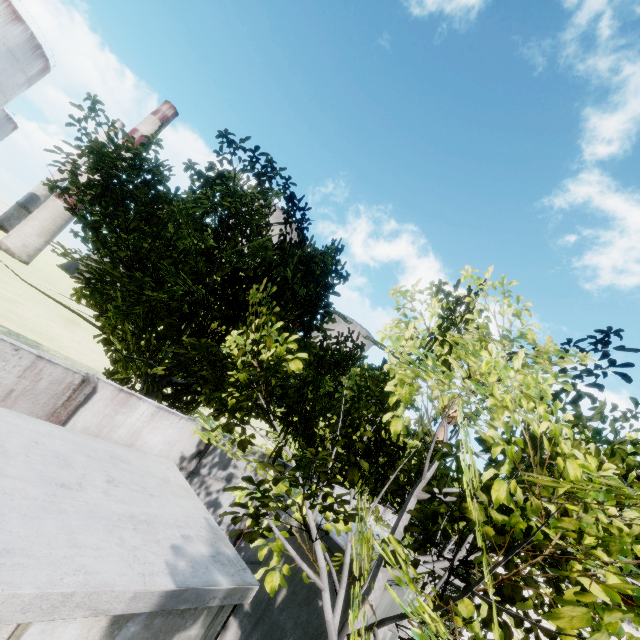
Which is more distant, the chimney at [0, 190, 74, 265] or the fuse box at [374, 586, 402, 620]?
the chimney at [0, 190, 74, 265]

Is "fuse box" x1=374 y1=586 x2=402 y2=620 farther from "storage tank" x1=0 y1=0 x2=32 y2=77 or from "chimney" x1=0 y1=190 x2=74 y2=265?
"storage tank" x1=0 y1=0 x2=32 y2=77

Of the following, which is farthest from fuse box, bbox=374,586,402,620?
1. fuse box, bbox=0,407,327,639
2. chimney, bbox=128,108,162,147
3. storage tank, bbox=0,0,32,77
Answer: storage tank, bbox=0,0,32,77

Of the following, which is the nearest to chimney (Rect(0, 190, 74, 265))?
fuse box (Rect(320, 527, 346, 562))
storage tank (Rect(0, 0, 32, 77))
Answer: storage tank (Rect(0, 0, 32, 77))

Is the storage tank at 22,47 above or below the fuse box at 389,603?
above

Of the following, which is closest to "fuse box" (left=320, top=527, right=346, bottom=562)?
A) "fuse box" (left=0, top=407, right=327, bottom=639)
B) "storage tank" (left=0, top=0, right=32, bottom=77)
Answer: "fuse box" (left=0, top=407, right=327, bottom=639)

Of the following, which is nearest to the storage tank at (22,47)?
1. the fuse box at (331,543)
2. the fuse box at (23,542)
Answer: the fuse box at (23,542)

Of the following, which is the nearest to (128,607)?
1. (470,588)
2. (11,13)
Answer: (470,588)
